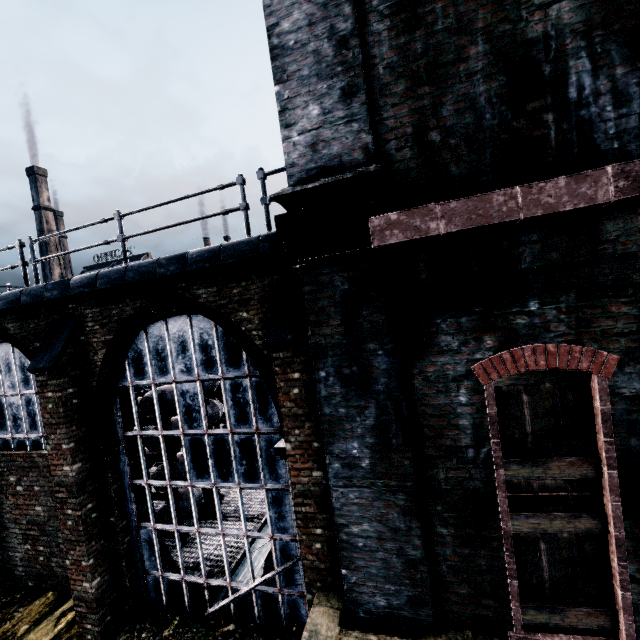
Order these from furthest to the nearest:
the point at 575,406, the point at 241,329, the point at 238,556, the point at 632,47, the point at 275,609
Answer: the point at 238,556
the point at 275,609
the point at 241,329
the point at 575,406
the point at 632,47
